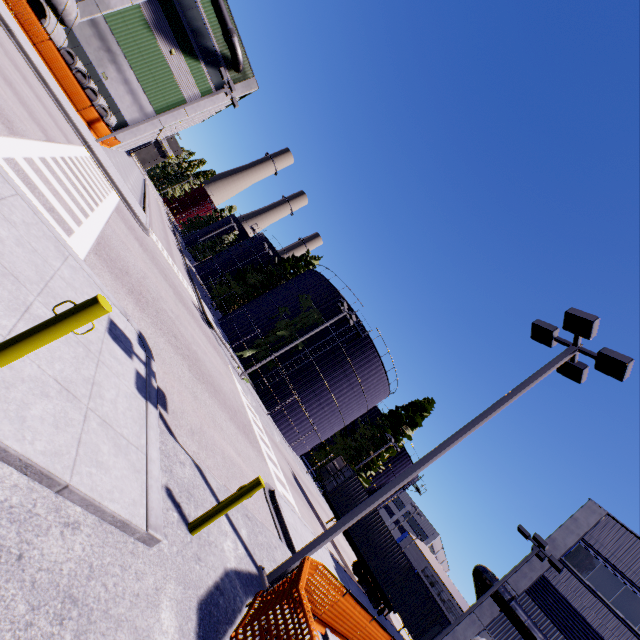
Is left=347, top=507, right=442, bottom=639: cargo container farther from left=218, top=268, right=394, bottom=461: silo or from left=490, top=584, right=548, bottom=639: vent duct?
left=490, top=584, right=548, bottom=639: vent duct

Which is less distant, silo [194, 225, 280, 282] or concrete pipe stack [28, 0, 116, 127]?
concrete pipe stack [28, 0, 116, 127]

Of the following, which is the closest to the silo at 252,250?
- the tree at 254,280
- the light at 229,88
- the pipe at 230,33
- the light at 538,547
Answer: the tree at 254,280

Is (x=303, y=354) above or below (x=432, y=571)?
below

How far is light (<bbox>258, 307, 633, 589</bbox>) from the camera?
7.2 meters

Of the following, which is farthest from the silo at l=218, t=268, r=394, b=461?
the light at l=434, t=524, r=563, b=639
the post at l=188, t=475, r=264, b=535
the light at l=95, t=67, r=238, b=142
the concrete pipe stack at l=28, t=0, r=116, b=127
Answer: the post at l=188, t=475, r=264, b=535

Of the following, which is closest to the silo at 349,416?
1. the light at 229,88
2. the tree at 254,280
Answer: the tree at 254,280

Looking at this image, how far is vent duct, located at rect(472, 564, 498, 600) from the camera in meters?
17.7
